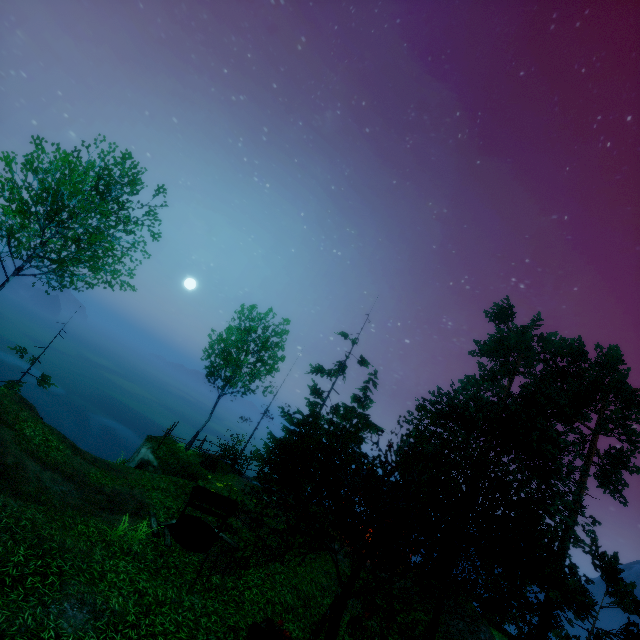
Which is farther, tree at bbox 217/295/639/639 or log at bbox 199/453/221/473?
log at bbox 199/453/221/473

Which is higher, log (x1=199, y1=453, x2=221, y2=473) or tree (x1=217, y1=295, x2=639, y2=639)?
tree (x1=217, y1=295, x2=639, y2=639)

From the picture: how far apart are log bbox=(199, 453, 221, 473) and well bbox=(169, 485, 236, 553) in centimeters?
703cm

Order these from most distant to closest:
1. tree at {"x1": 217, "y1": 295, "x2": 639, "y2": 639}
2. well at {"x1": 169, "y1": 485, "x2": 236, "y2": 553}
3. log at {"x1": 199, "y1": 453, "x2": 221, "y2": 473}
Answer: log at {"x1": 199, "y1": 453, "x2": 221, "y2": 473}
well at {"x1": 169, "y1": 485, "x2": 236, "y2": 553}
tree at {"x1": 217, "y1": 295, "x2": 639, "y2": 639}

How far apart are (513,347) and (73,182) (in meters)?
32.00

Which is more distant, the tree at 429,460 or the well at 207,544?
the well at 207,544

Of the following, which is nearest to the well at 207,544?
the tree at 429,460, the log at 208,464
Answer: the tree at 429,460

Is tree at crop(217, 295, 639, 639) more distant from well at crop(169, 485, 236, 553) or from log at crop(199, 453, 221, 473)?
log at crop(199, 453, 221, 473)
